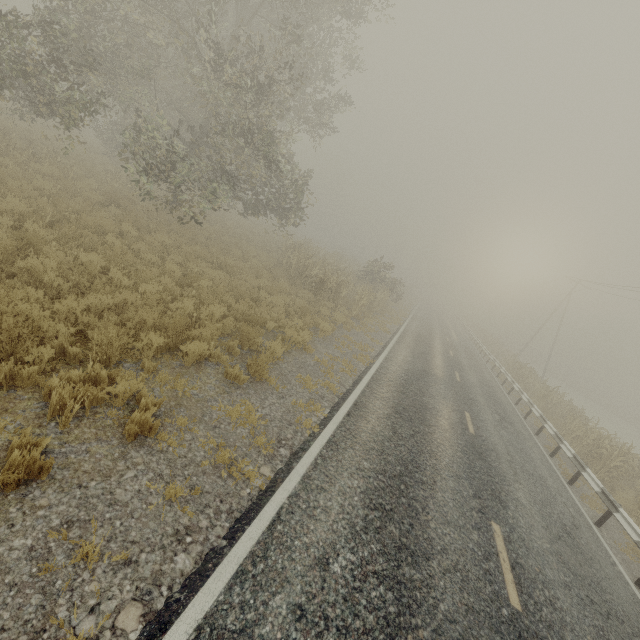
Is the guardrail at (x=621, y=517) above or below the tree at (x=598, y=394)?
below

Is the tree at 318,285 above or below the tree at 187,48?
below

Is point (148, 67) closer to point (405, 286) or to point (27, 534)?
point (27, 534)

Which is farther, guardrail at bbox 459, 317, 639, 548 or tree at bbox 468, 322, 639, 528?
tree at bbox 468, 322, 639, 528

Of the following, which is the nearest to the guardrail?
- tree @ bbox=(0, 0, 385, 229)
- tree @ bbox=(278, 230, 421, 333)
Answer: tree @ bbox=(0, 0, 385, 229)

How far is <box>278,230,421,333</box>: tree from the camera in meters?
17.0 m

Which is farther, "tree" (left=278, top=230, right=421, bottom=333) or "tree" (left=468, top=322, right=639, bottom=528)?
"tree" (left=278, top=230, right=421, bottom=333)

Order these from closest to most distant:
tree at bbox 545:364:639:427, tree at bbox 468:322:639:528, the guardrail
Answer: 1. the guardrail
2. tree at bbox 468:322:639:528
3. tree at bbox 545:364:639:427
